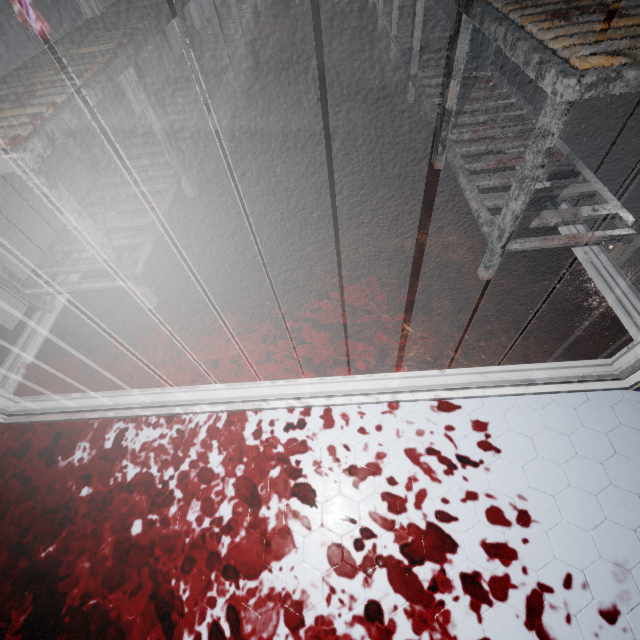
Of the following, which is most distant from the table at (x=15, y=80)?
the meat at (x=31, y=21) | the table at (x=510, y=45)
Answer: the table at (x=510, y=45)

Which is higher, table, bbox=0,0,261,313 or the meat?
the meat

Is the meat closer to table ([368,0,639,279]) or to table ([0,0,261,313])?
table ([0,0,261,313])

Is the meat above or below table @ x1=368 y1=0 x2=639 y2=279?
above

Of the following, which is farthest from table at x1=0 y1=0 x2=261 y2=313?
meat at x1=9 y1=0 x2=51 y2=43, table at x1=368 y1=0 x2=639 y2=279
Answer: table at x1=368 y1=0 x2=639 y2=279

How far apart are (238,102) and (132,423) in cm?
304

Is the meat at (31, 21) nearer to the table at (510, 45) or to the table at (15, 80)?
the table at (15, 80)
